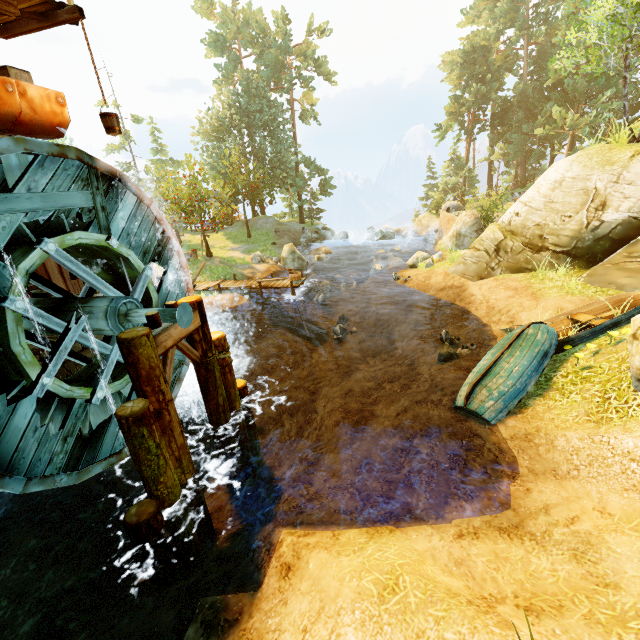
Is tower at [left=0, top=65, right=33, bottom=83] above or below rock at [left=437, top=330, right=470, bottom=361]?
above

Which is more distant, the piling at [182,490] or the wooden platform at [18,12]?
the wooden platform at [18,12]

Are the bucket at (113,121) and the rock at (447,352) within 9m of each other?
no

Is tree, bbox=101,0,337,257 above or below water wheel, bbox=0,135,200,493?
above

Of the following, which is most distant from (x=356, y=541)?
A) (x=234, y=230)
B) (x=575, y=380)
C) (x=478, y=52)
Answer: (x=478, y=52)

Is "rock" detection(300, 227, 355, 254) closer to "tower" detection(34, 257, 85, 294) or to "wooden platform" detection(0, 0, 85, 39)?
"tower" detection(34, 257, 85, 294)

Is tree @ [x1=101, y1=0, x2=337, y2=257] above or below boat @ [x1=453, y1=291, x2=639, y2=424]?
above

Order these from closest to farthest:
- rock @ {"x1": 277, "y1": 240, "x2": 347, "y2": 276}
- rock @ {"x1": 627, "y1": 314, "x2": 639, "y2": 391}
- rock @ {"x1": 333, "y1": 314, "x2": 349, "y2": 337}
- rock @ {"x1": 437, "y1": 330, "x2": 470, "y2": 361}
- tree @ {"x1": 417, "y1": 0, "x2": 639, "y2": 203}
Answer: rock @ {"x1": 627, "y1": 314, "x2": 639, "y2": 391}, rock @ {"x1": 437, "y1": 330, "x2": 470, "y2": 361}, tree @ {"x1": 417, "y1": 0, "x2": 639, "y2": 203}, rock @ {"x1": 333, "y1": 314, "x2": 349, "y2": 337}, rock @ {"x1": 277, "y1": 240, "x2": 347, "y2": 276}
